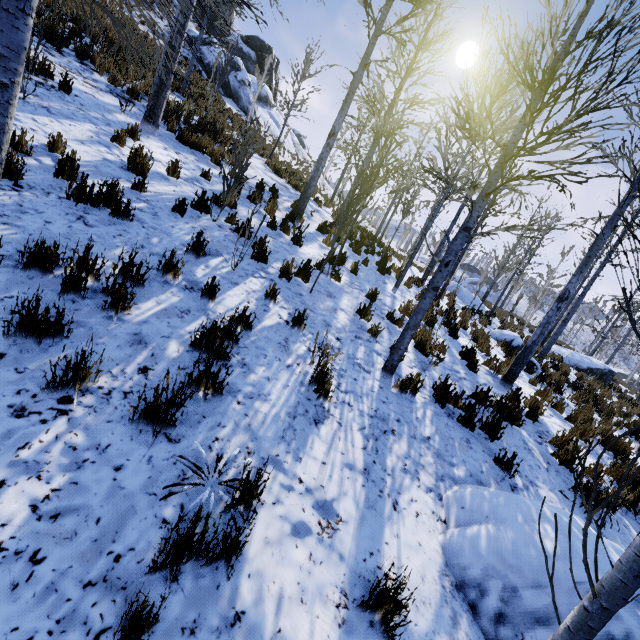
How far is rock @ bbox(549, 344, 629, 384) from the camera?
18.0 meters

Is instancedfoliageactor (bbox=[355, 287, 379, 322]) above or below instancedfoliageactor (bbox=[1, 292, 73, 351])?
above

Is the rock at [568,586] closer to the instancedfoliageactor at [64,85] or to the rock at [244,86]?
the instancedfoliageactor at [64,85]

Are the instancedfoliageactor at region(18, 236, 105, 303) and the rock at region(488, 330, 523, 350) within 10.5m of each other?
no

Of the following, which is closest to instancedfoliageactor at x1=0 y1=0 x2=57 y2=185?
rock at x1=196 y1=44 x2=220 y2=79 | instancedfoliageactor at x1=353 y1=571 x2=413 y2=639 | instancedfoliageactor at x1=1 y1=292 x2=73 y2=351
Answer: instancedfoliageactor at x1=353 y1=571 x2=413 y2=639

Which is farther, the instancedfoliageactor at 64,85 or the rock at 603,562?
the instancedfoliageactor at 64,85

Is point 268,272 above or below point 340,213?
below

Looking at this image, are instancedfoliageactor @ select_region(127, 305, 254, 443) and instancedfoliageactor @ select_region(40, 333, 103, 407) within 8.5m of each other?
yes
